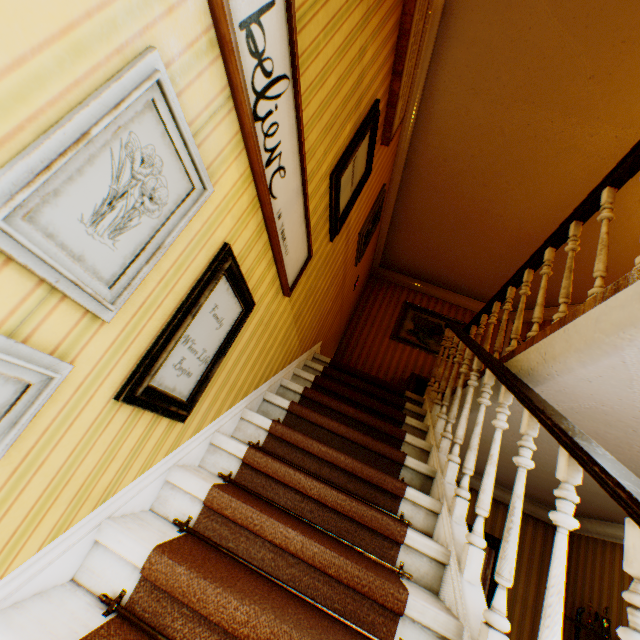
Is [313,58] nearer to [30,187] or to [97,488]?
[30,187]

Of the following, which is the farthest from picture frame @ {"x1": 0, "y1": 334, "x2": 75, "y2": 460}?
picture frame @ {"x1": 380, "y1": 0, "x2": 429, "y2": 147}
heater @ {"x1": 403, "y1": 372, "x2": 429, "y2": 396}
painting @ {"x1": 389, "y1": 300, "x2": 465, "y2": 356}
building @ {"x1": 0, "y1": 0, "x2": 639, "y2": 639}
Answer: painting @ {"x1": 389, "y1": 300, "x2": 465, "y2": 356}

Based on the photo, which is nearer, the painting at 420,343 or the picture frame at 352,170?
the picture frame at 352,170

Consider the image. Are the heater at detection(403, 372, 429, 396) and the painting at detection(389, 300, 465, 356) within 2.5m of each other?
yes

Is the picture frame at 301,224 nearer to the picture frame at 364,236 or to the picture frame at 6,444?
the picture frame at 6,444

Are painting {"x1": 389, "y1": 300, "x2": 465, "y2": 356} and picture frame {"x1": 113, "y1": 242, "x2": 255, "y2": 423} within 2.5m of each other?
no

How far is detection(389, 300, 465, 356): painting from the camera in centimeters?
679cm

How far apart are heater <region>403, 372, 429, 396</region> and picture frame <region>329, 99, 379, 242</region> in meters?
3.8
